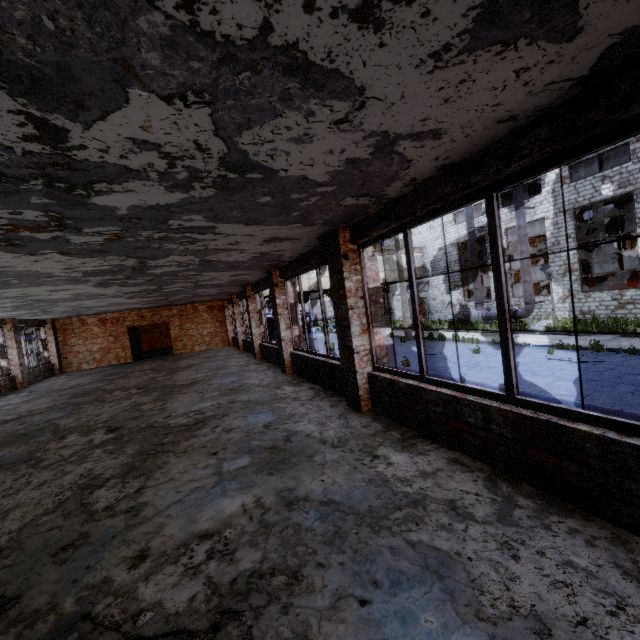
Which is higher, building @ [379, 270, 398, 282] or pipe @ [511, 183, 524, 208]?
pipe @ [511, 183, 524, 208]

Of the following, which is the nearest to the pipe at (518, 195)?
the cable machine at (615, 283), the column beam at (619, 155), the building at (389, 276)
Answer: the column beam at (619, 155)

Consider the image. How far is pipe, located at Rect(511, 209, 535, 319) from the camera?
21.0m

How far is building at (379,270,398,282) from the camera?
29.67m

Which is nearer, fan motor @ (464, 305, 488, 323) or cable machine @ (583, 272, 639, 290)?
cable machine @ (583, 272, 639, 290)

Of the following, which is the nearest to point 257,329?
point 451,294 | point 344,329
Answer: point 344,329

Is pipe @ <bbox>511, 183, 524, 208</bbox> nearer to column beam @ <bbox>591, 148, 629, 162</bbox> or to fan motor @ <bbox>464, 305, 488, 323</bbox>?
fan motor @ <bbox>464, 305, 488, 323</bbox>

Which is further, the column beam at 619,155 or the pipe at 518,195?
the column beam at 619,155
